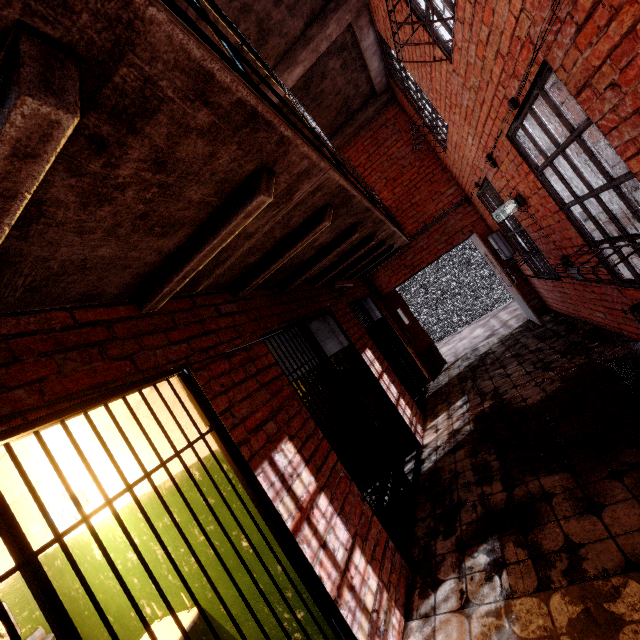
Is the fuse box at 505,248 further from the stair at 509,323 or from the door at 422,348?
the door at 422,348

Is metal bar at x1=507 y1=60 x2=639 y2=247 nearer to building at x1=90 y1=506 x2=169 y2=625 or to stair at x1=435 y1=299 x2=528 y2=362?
building at x1=90 y1=506 x2=169 y2=625

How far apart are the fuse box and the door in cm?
222

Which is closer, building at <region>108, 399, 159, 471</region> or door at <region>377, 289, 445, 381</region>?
building at <region>108, 399, 159, 471</region>

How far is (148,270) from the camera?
1.82m

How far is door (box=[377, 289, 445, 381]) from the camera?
7.1 meters

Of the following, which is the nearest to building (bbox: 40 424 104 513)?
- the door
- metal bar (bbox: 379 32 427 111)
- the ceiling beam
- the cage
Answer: the ceiling beam

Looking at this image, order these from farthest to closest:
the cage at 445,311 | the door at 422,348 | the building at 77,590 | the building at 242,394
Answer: the cage at 445,311 → the door at 422,348 → the building at 77,590 → the building at 242,394
